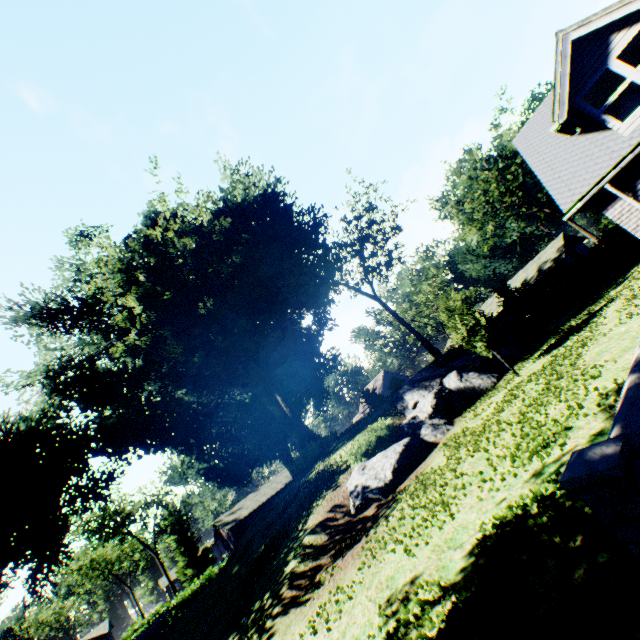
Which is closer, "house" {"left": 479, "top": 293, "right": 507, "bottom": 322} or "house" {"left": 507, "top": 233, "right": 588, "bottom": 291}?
"house" {"left": 507, "top": 233, "right": 588, "bottom": 291}

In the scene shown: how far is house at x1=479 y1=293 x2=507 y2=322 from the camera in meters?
41.9 m

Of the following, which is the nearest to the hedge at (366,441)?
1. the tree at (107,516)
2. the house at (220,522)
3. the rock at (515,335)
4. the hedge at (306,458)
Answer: Answer: the rock at (515,335)

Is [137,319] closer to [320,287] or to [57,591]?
[320,287]

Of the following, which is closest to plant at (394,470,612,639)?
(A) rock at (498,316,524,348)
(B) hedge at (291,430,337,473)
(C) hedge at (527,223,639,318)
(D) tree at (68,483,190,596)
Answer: (B) hedge at (291,430,337,473)

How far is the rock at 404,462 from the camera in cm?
1253

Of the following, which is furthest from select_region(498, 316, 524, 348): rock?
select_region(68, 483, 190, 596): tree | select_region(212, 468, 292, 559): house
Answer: select_region(68, 483, 190, 596): tree

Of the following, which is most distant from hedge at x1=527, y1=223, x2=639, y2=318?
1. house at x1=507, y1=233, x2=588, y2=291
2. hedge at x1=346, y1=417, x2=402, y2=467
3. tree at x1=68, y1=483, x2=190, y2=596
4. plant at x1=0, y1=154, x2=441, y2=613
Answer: tree at x1=68, y1=483, x2=190, y2=596
